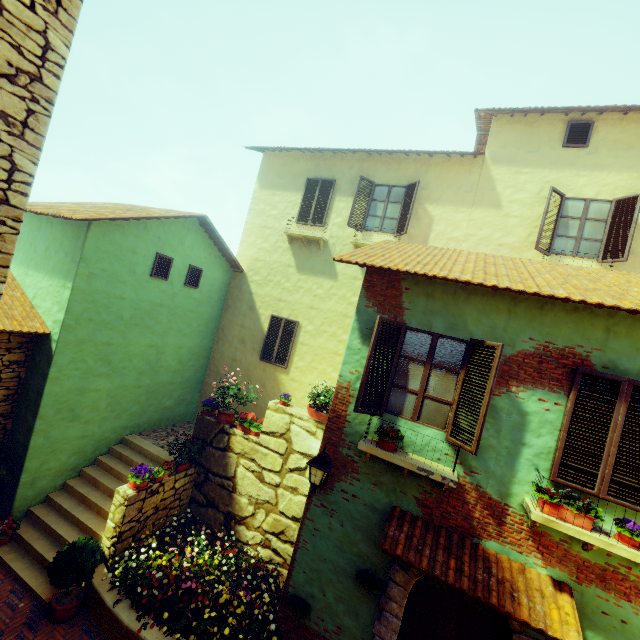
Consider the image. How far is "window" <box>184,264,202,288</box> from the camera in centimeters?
1018cm

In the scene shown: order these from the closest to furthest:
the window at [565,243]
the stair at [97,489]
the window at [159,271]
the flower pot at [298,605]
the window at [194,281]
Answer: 1. the flower pot at [298,605]
2. the stair at [97,489]
3. the window at [565,243]
4. the window at [159,271]
5. the window at [194,281]

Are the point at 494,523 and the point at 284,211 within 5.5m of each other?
no

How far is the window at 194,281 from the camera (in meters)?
10.18

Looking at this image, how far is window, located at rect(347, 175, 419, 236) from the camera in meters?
9.7

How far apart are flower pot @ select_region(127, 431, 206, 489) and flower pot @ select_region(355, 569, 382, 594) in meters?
4.8

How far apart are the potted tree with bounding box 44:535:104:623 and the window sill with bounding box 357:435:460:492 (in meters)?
5.47

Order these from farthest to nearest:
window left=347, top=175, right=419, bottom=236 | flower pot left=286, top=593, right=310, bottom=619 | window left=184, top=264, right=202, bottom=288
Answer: window left=184, top=264, right=202, bottom=288 < window left=347, top=175, right=419, bottom=236 < flower pot left=286, top=593, right=310, bottom=619
